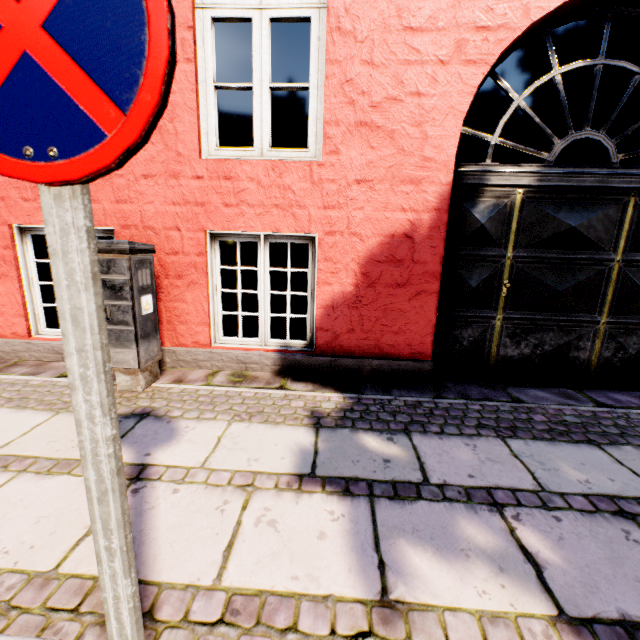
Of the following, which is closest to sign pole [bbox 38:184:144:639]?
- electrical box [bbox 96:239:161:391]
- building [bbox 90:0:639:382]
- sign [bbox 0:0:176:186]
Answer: sign [bbox 0:0:176:186]

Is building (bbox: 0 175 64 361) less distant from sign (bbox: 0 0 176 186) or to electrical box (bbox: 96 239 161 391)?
sign (bbox: 0 0 176 186)

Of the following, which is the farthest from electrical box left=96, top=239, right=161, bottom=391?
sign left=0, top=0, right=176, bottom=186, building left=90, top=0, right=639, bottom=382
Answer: building left=90, top=0, right=639, bottom=382

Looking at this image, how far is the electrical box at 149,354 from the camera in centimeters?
255cm

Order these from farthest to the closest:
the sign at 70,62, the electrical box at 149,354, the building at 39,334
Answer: the building at 39,334
the electrical box at 149,354
the sign at 70,62

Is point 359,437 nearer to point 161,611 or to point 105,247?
point 161,611

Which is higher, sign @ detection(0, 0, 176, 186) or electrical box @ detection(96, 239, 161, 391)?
sign @ detection(0, 0, 176, 186)

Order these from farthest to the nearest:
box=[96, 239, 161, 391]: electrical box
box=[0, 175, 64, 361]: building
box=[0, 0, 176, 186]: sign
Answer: box=[0, 175, 64, 361]: building < box=[96, 239, 161, 391]: electrical box < box=[0, 0, 176, 186]: sign
